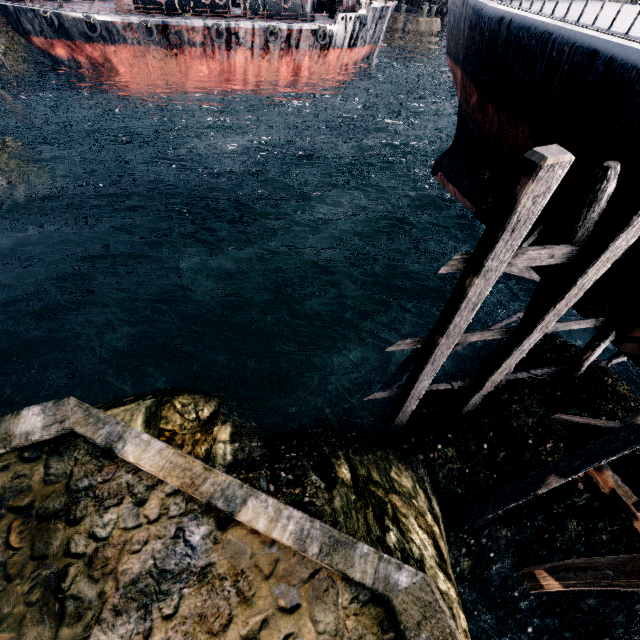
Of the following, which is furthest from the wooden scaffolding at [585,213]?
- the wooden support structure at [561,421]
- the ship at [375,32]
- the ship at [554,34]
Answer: the ship at [375,32]

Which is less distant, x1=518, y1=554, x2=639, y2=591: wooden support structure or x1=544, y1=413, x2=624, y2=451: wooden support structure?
x1=518, y1=554, x2=639, y2=591: wooden support structure

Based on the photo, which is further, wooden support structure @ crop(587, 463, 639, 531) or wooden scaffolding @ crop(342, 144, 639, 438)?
wooden support structure @ crop(587, 463, 639, 531)

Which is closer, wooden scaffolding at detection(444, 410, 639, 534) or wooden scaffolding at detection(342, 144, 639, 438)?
wooden scaffolding at detection(342, 144, 639, 438)

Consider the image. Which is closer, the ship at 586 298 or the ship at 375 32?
the ship at 586 298

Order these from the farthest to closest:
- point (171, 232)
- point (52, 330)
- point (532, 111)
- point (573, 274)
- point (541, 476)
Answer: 1. point (171, 232)
2. point (52, 330)
3. point (541, 476)
4. point (532, 111)
5. point (573, 274)

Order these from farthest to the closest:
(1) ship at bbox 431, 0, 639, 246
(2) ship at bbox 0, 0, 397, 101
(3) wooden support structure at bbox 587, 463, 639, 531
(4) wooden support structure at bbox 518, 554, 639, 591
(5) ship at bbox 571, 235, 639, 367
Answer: (2) ship at bbox 0, 0, 397, 101, (3) wooden support structure at bbox 587, 463, 639, 531, (5) ship at bbox 571, 235, 639, 367, (1) ship at bbox 431, 0, 639, 246, (4) wooden support structure at bbox 518, 554, 639, 591

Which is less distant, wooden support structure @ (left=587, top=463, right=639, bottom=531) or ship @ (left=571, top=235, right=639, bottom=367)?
ship @ (left=571, top=235, right=639, bottom=367)
